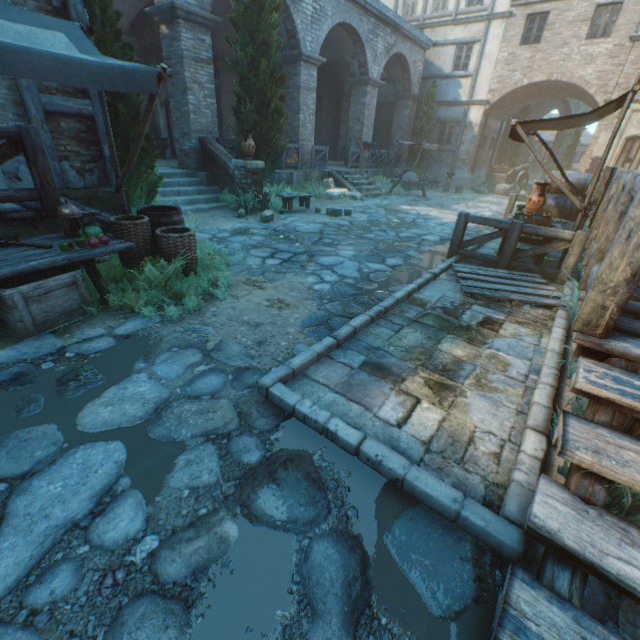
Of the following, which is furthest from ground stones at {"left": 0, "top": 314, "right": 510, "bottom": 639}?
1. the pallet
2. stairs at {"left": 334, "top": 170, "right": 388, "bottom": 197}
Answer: stairs at {"left": 334, "top": 170, "right": 388, "bottom": 197}

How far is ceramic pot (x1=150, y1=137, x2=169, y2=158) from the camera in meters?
13.3 m

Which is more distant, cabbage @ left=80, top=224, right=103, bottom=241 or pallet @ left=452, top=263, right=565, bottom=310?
A: pallet @ left=452, top=263, right=565, bottom=310

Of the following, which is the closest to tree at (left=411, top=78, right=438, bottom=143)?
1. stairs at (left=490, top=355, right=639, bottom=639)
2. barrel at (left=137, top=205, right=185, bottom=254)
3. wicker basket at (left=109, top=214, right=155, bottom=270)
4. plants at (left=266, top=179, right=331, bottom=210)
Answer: plants at (left=266, top=179, right=331, bottom=210)

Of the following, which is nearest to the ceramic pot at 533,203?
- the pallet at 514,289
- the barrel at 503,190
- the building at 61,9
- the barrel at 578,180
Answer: the barrel at 578,180

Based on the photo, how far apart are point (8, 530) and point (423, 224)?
10.57m

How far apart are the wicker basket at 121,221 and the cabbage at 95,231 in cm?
25

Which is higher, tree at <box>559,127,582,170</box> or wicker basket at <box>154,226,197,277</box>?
tree at <box>559,127,582,170</box>
